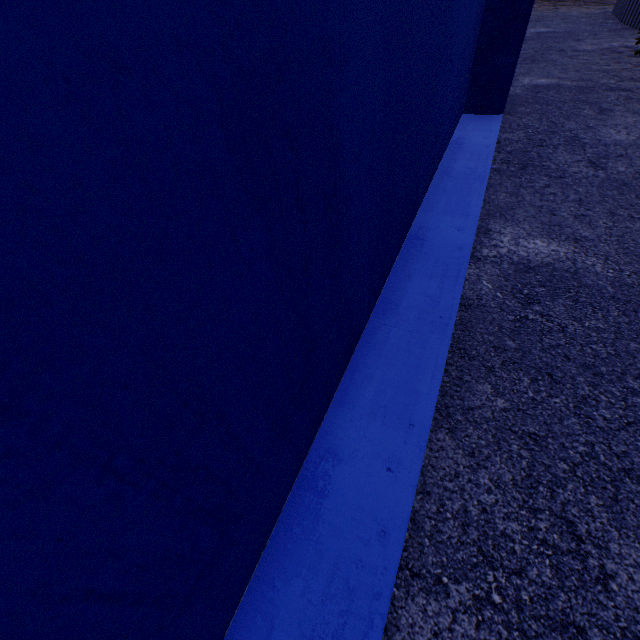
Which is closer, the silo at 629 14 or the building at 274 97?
the building at 274 97

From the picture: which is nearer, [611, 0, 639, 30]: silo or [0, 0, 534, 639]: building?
[0, 0, 534, 639]: building

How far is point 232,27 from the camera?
0.52m
